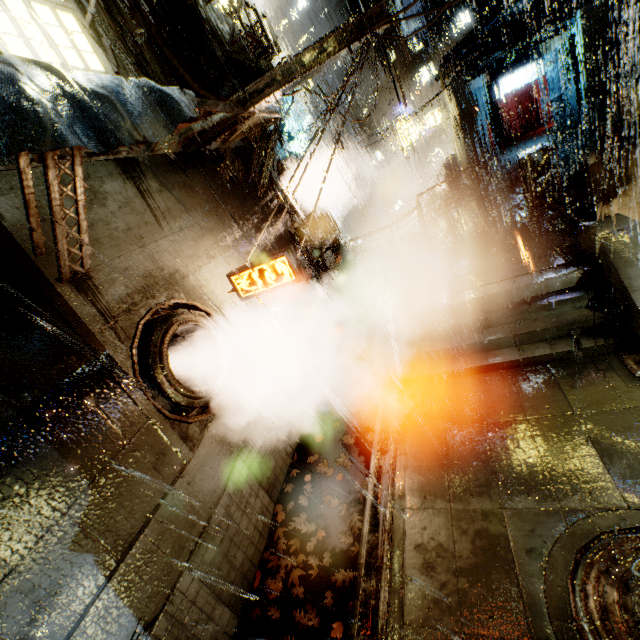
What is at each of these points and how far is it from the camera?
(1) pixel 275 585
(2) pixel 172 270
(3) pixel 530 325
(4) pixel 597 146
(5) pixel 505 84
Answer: (1) leaves, 6.5 meters
(2) building, 7.2 meters
(3) stairs, 8.5 meters
(4) structural stair, 13.5 meters
(5) sign, 21.6 meters

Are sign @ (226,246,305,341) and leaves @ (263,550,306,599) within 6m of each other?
yes

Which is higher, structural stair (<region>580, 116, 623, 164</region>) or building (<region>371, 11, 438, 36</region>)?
building (<region>371, 11, 438, 36</region>)

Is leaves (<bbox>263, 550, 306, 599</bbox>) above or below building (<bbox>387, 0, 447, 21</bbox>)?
below

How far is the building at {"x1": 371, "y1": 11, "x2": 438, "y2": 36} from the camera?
6.6 meters

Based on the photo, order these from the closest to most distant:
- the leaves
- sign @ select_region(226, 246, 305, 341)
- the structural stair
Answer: the leaves → sign @ select_region(226, 246, 305, 341) → the structural stair

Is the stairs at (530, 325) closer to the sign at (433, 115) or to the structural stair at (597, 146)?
the structural stair at (597, 146)

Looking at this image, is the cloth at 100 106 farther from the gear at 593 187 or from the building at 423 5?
the gear at 593 187
